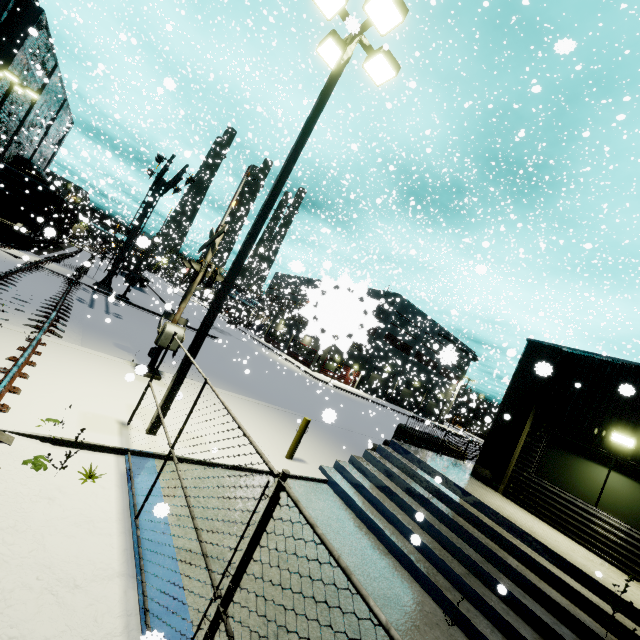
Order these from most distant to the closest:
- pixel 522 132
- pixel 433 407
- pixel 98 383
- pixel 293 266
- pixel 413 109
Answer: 1. pixel 433 407
2. pixel 413 109
3. pixel 522 132
4. pixel 98 383
5. pixel 293 266

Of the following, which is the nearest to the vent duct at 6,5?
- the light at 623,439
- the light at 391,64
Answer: the light at 391,64

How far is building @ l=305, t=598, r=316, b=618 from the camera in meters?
4.1

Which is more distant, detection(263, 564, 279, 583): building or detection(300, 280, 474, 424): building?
detection(263, 564, 279, 583): building

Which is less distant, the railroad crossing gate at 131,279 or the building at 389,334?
the building at 389,334

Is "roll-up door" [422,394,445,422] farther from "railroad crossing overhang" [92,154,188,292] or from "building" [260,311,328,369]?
"railroad crossing overhang" [92,154,188,292]

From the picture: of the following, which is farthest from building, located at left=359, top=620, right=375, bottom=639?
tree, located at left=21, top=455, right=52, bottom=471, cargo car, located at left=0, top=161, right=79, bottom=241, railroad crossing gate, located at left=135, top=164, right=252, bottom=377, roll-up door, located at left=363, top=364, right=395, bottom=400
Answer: tree, located at left=21, top=455, right=52, bottom=471

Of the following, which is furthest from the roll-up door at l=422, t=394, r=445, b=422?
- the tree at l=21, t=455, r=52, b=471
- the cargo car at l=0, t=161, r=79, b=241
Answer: the tree at l=21, t=455, r=52, b=471
